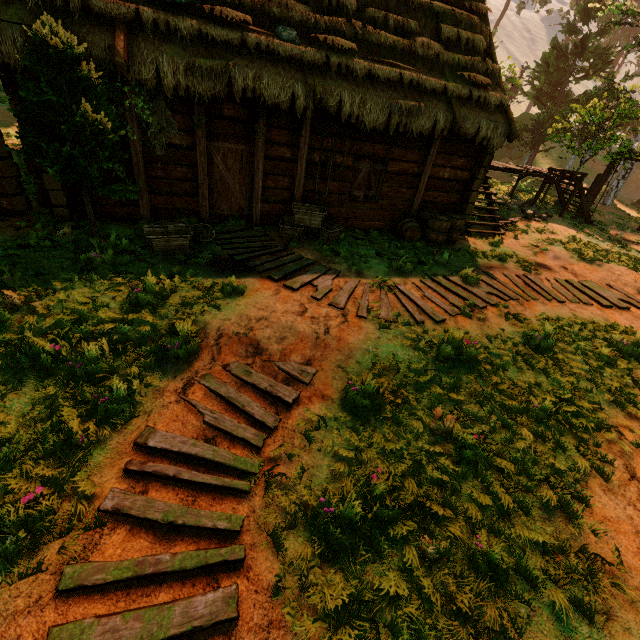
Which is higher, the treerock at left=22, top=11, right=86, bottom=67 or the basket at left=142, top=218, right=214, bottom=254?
the treerock at left=22, top=11, right=86, bottom=67

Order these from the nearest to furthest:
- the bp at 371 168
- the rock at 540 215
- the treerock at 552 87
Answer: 1. the bp at 371 168
2. the rock at 540 215
3. the treerock at 552 87

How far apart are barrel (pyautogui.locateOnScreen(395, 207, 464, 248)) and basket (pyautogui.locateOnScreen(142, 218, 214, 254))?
5.5m

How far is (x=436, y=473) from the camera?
4.1 meters

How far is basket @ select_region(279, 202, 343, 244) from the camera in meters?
8.6 m

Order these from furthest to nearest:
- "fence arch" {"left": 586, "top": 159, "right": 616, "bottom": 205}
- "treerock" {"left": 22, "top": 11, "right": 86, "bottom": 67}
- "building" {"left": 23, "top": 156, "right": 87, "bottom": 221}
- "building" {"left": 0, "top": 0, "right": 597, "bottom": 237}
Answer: "fence arch" {"left": 586, "top": 159, "right": 616, "bottom": 205} → "building" {"left": 23, "top": 156, "right": 87, "bottom": 221} → "building" {"left": 0, "top": 0, "right": 597, "bottom": 237} → "treerock" {"left": 22, "top": 11, "right": 86, "bottom": 67}

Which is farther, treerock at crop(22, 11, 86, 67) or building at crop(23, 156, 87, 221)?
building at crop(23, 156, 87, 221)

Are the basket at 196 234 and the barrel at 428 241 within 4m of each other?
no
